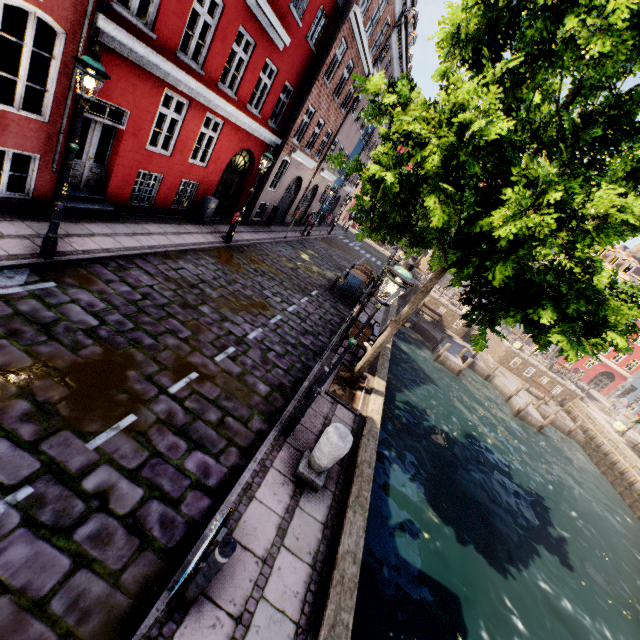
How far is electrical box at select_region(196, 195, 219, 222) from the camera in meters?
13.1 m

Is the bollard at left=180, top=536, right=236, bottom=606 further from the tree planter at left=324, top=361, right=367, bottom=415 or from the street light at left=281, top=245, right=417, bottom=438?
the tree planter at left=324, top=361, right=367, bottom=415

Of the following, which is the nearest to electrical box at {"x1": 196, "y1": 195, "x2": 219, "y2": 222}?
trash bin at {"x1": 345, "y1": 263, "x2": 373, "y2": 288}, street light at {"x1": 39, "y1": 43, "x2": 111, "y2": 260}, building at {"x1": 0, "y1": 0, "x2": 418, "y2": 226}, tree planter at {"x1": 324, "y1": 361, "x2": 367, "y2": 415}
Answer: building at {"x1": 0, "y1": 0, "x2": 418, "y2": 226}

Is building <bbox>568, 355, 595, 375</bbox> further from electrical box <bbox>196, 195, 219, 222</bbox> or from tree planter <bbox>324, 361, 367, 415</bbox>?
tree planter <bbox>324, 361, 367, 415</bbox>

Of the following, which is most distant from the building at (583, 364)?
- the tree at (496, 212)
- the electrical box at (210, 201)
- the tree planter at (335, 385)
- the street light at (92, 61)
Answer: the tree planter at (335, 385)

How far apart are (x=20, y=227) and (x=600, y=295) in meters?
11.1 m

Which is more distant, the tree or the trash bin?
the trash bin

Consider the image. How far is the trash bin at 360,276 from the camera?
15.52m
